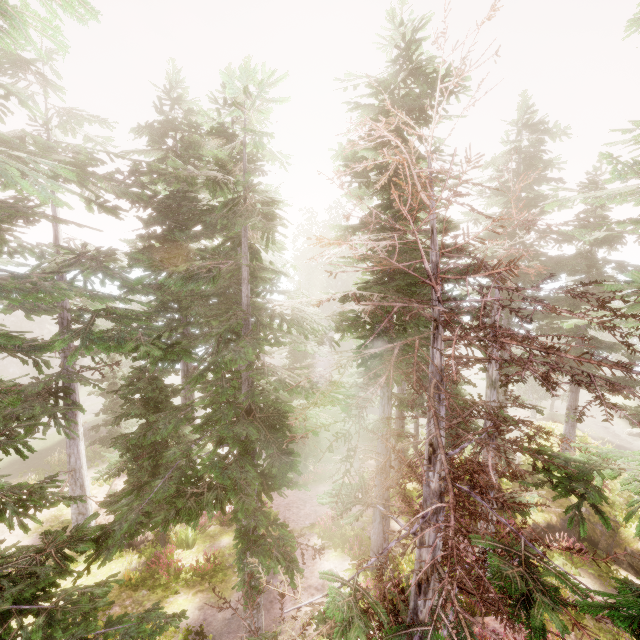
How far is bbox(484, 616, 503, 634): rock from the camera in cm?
924

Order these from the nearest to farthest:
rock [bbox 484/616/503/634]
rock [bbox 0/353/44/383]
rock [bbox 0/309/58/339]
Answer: rock [bbox 484/616/503/634], rock [bbox 0/353/44/383], rock [bbox 0/309/58/339]

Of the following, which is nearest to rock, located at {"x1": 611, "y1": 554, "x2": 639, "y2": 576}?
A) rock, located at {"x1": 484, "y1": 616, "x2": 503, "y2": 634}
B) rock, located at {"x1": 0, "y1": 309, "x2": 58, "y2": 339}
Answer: rock, located at {"x1": 484, "y1": 616, "x2": 503, "y2": 634}

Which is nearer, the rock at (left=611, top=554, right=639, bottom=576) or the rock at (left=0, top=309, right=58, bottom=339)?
the rock at (left=611, top=554, right=639, bottom=576)

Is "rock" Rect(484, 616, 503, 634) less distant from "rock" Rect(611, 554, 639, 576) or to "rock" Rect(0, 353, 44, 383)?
"rock" Rect(611, 554, 639, 576)

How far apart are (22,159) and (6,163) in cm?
86

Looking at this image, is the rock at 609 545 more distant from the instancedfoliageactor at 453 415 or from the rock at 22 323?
the rock at 22 323

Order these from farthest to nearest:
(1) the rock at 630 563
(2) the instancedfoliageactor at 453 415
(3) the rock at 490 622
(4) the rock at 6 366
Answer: (4) the rock at 6 366, (1) the rock at 630 563, (3) the rock at 490 622, (2) the instancedfoliageactor at 453 415
